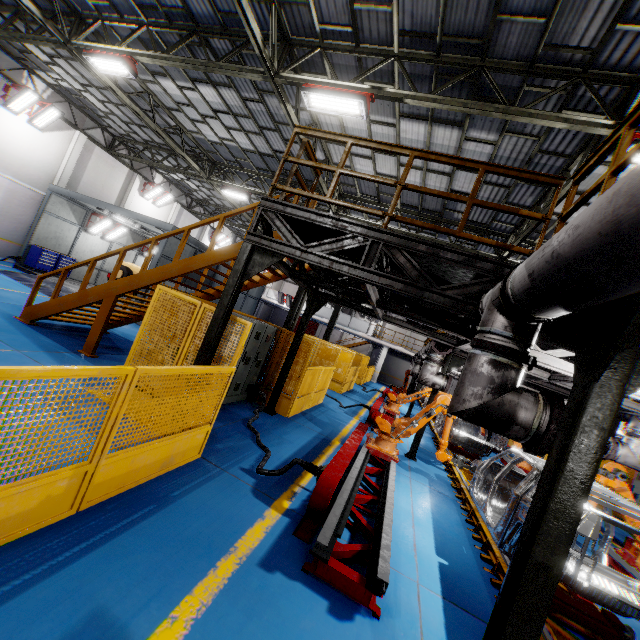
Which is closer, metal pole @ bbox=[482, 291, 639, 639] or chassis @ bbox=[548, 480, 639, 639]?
metal pole @ bbox=[482, 291, 639, 639]

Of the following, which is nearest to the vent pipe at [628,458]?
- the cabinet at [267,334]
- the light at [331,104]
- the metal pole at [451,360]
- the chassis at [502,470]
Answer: the chassis at [502,470]

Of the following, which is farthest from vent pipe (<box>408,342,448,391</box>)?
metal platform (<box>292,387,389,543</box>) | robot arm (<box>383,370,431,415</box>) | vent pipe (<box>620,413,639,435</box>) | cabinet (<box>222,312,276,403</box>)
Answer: cabinet (<box>222,312,276,403</box>)

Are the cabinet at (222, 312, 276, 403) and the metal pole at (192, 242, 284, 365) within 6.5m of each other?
yes

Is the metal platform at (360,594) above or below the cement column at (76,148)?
below

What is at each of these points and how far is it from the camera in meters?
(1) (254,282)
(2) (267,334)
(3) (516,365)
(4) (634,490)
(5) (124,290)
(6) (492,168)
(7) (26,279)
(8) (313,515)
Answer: (1) metal stair, 8.9 m
(2) cabinet, 8.8 m
(3) vent pipe, 2.9 m
(4) cabinet, 12.6 m
(5) metal stair, 7.6 m
(6) metal handrail, 4.4 m
(7) metal ramp, 13.6 m
(8) metal platform, 4.5 m

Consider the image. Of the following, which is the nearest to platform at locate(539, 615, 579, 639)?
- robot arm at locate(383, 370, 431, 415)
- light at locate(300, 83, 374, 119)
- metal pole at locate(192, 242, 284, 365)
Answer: robot arm at locate(383, 370, 431, 415)

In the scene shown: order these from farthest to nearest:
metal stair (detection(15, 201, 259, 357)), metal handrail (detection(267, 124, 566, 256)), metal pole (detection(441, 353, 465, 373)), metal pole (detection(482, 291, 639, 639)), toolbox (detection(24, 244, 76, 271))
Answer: toolbox (detection(24, 244, 76, 271)) < metal pole (detection(441, 353, 465, 373)) < metal stair (detection(15, 201, 259, 357)) < metal handrail (detection(267, 124, 566, 256)) < metal pole (detection(482, 291, 639, 639))
